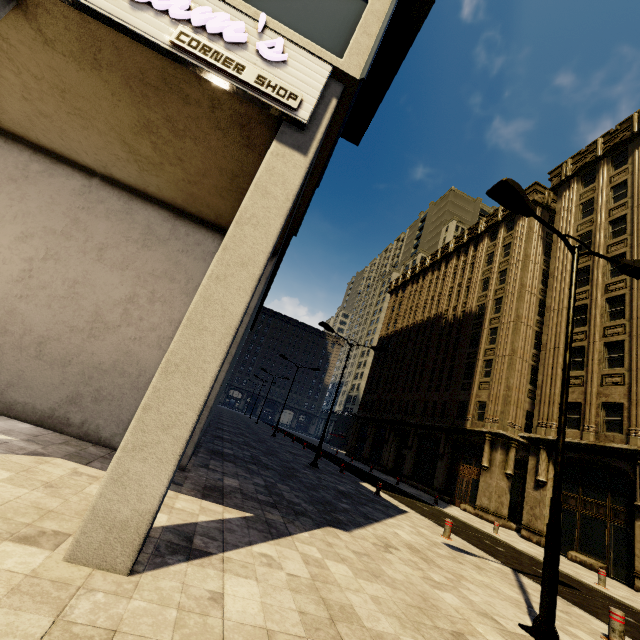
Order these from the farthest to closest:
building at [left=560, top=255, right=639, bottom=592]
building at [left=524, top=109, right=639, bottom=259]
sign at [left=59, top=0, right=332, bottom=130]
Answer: building at [left=524, top=109, right=639, bottom=259]
building at [left=560, top=255, right=639, bottom=592]
sign at [left=59, top=0, right=332, bottom=130]

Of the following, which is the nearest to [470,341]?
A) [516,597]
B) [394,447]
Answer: [394,447]

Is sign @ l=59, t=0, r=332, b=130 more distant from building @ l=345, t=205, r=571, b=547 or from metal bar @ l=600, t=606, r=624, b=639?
metal bar @ l=600, t=606, r=624, b=639

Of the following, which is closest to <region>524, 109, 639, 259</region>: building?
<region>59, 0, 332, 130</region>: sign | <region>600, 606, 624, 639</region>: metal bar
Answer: <region>59, 0, 332, 130</region>: sign

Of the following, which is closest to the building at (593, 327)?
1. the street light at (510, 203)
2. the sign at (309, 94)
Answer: the sign at (309, 94)

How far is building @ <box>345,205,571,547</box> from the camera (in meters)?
21.69

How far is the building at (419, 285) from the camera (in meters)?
21.69

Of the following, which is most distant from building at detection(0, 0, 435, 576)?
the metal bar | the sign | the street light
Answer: the metal bar
